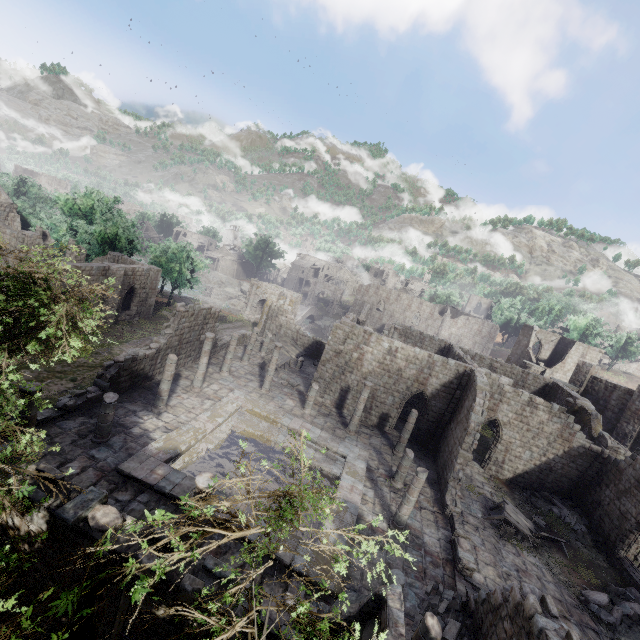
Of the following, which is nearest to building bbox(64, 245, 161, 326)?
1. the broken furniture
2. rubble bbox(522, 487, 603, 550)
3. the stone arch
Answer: rubble bbox(522, 487, 603, 550)

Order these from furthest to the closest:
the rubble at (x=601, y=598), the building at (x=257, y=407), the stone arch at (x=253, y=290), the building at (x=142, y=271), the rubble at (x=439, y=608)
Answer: the stone arch at (x=253, y=290) → the building at (x=142, y=271) → the rubble at (x=601, y=598) → the rubble at (x=439, y=608) → the building at (x=257, y=407)

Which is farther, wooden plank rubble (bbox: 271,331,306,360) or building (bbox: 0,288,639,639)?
wooden plank rubble (bbox: 271,331,306,360)

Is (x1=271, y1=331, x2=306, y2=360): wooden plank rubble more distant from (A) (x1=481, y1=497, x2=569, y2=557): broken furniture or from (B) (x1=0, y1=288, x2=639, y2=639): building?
(A) (x1=481, y1=497, x2=569, y2=557): broken furniture

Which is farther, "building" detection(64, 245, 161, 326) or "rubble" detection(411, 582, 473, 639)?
"building" detection(64, 245, 161, 326)

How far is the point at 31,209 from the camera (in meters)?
42.31

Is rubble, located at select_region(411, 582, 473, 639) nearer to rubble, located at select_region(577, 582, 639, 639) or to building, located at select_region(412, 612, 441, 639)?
building, located at select_region(412, 612, 441, 639)

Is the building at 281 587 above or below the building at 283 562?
below
